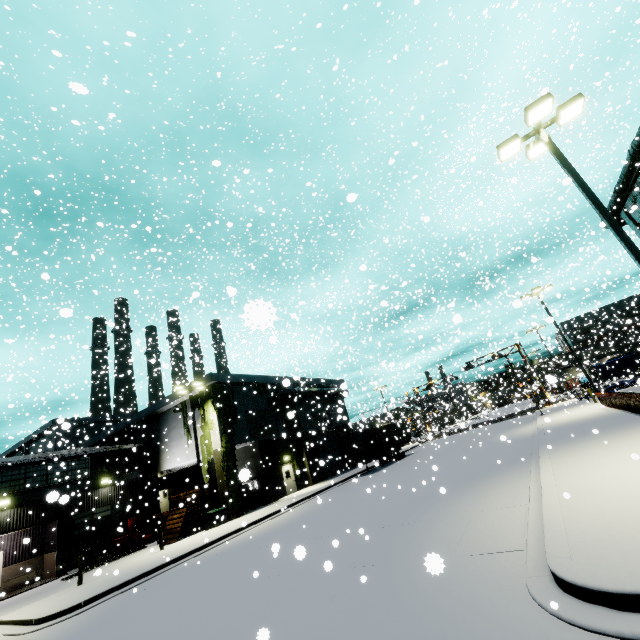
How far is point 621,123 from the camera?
24.42m

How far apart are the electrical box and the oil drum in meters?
6.3

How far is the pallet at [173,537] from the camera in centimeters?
2107cm

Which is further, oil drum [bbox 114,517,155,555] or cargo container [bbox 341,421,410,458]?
cargo container [bbox 341,421,410,458]

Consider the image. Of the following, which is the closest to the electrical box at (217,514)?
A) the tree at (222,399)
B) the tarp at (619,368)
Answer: the tree at (222,399)

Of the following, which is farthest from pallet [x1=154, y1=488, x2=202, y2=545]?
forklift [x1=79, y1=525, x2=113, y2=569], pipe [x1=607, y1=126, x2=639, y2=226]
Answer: pipe [x1=607, y1=126, x2=639, y2=226]

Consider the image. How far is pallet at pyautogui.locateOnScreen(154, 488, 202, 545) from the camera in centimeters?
2107cm

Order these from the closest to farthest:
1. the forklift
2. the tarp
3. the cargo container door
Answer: the forklift → the cargo container door → the tarp
